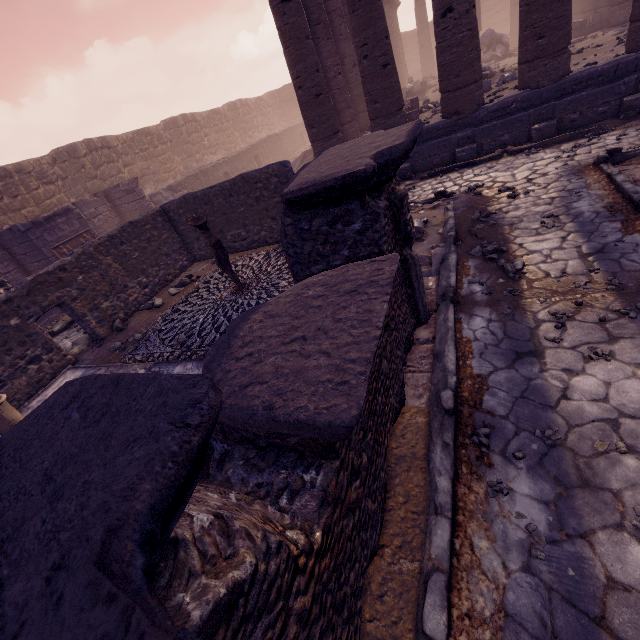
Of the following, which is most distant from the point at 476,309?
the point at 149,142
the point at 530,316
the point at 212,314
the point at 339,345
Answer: the point at 149,142

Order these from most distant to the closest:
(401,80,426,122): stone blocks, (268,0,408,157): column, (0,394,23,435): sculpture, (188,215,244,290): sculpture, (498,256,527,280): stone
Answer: (401,80,426,122): stone blocks, (268,0,408,157): column, (188,215,244,290): sculpture, (498,256,527,280): stone, (0,394,23,435): sculpture

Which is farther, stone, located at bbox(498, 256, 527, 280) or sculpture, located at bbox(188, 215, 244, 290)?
sculpture, located at bbox(188, 215, 244, 290)

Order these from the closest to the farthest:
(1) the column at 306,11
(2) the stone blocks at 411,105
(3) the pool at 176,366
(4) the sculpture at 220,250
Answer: (3) the pool at 176,366
(4) the sculpture at 220,250
(1) the column at 306,11
(2) the stone blocks at 411,105

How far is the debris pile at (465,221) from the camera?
5.3 meters

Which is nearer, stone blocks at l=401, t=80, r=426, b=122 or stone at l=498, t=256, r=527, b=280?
stone at l=498, t=256, r=527, b=280

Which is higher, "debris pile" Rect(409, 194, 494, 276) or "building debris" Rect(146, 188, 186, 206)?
"building debris" Rect(146, 188, 186, 206)

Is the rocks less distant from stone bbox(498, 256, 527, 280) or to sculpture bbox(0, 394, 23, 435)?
sculpture bbox(0, 394, 23, 435)
